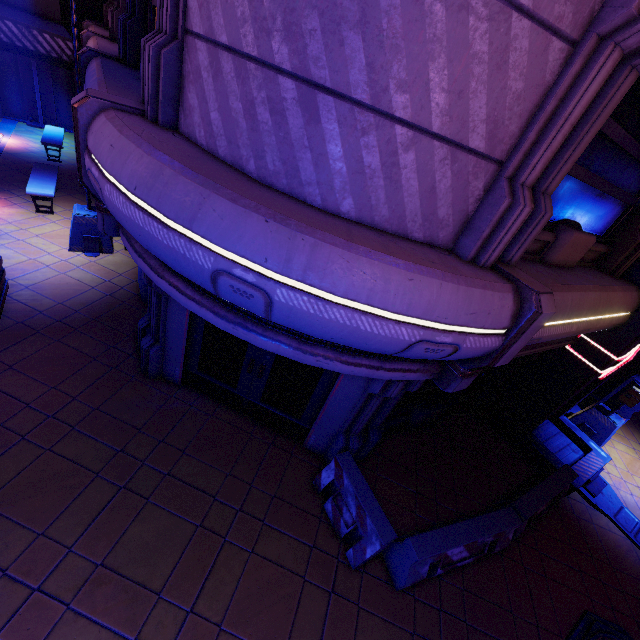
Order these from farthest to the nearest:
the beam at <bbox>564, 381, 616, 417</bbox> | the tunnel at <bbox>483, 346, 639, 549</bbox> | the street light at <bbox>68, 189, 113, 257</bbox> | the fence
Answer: the beam at <bbox>564, 381, 616, 417</bbox>, the street light at <bbox>68, 189, 113, 257</bbox>, the tunnel at <bbox>483, 346, 639, 549</bbox>, the fence

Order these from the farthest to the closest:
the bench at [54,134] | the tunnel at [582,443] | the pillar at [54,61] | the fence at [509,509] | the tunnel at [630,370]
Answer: the pillar at [54,61], the tunnel at [630,370], the bench at [54,134], the tunnel at [582,443], the fence at [509,509]

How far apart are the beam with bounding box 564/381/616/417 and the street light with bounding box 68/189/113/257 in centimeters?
1415cm

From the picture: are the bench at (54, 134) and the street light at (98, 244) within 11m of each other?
yes

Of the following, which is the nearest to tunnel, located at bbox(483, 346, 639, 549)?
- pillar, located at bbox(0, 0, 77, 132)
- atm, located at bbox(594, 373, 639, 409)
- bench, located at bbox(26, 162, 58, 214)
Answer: atm, located at bbox(594, 373, 639, 409)

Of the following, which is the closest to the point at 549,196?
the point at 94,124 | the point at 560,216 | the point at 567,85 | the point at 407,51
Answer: the point at 567,85

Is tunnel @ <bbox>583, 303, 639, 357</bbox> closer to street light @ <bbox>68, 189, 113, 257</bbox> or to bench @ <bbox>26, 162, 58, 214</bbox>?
street light @ <bbox>68, 189, 113, 257</bbox>

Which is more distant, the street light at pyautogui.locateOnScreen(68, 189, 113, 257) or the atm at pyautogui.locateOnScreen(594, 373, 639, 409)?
the atm at pyautogui.locateOnScreen(594, 373, 639, 409)
